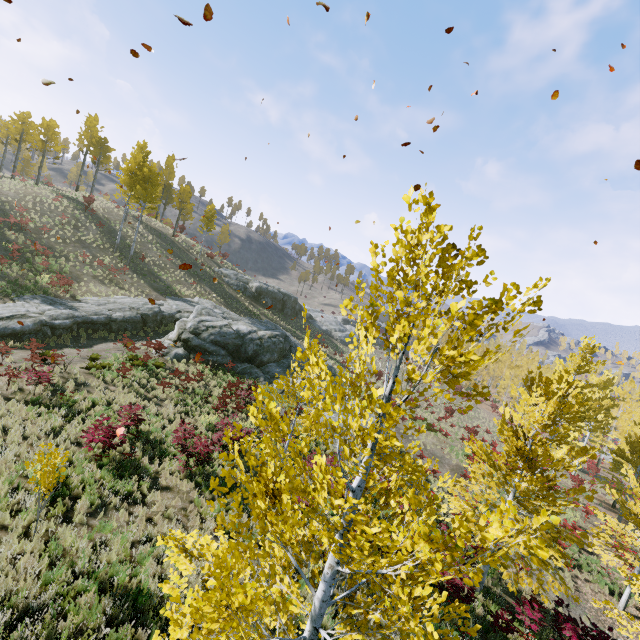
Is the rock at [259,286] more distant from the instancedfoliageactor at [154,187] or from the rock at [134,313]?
the instancedfoliageactor at [154,187]

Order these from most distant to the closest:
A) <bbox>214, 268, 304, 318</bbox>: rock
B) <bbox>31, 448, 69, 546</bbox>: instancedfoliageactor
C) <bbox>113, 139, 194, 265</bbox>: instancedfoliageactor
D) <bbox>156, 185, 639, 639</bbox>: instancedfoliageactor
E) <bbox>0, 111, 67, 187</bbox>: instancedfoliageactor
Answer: <bbox>214, 268, 304, 318</bbox>: rock
<bbox>0, 111, 67, 187</bbox>: instancedfoliageactor
<bbox>113, 139, 194, 265</bbox>: instancedfoliageactor
<bbox>31, 448, 69, 546</bbox>: instancedfoliageactor
<bbox>156, 185, 639, 639</bbox>: instancedfoliageactor

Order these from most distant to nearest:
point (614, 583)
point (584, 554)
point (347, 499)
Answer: point (584, 554)
point (614, 583)
point (347, 499)

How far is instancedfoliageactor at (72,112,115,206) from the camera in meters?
43.6

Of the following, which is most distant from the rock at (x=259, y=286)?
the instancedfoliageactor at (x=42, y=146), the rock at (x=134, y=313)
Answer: the instancedfoliageactor at (x=42, y=146)

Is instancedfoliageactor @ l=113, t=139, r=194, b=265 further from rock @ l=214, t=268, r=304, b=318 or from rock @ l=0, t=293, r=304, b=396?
rock @ l=214, t=268, r=304, b=318

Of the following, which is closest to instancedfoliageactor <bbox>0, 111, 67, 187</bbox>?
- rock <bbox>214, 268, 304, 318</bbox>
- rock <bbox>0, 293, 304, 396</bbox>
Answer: rock <bbox>0, 293, 304, 396</bbox>
